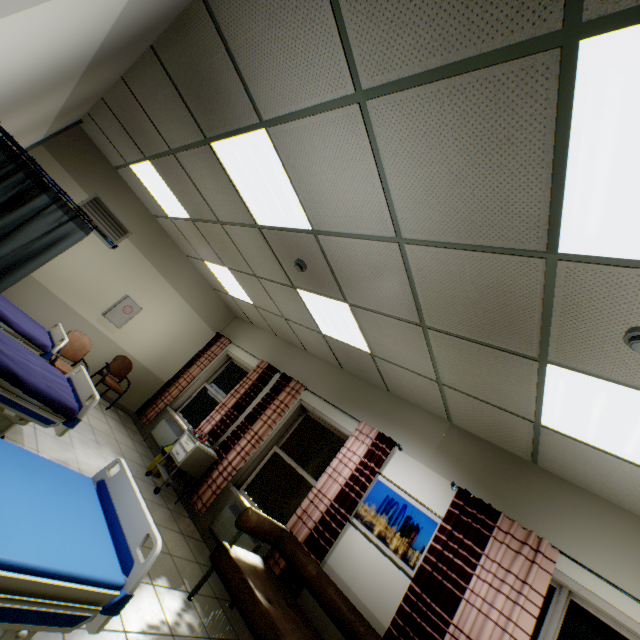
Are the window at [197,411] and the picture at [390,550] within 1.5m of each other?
no

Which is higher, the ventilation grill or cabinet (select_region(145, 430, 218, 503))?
the ventilation grill

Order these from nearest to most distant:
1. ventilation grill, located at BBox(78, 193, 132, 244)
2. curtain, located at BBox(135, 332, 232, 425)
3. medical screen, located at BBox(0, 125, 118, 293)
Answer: medical screen, located at BBox(0, 125, 118, 293), ventilation grill, located at BBox(78, 193, 132, 244), curtain, located at BBox(135, 332, 232, 425)

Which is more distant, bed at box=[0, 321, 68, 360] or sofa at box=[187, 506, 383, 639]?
bed at box=[0, 321, 68, 360]

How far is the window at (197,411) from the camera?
6.5m

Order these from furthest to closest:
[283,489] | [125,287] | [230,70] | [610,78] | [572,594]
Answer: [125,287], [283,489], [572,594], [230,70], [610,78]

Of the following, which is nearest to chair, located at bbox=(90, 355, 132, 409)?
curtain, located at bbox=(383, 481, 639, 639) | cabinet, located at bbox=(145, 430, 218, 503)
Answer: cabinet, located at bbox=(145, 430, 218, 503)

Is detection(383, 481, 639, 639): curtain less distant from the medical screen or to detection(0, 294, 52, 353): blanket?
the medical screen
